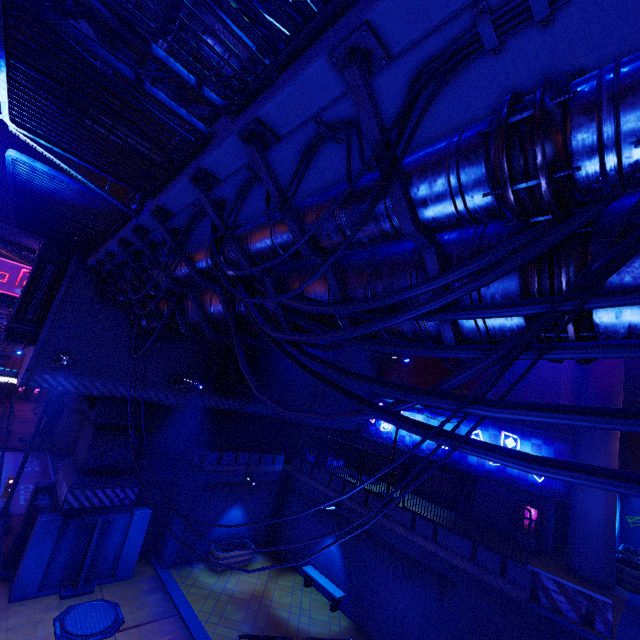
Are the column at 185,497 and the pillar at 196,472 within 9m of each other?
yes

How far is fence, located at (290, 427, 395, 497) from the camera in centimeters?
1636cm

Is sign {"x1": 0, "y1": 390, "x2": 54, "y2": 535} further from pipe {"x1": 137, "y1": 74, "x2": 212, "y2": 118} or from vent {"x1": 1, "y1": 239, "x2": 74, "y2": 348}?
pipe {"x1": 137, "y1": 74, "x2": 212, "y2": 118}

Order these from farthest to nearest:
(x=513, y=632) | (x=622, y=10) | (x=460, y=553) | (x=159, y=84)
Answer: (x=460, y=553) → (x=513, y=632) → (x=159, y=84) → (x=622, y=10)

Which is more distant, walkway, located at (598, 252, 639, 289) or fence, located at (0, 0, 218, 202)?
fence, located at (0, 0, 218, 202)

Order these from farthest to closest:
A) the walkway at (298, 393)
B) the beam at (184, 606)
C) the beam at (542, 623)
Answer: the walkway at (298, 393)
the beam at (184, 606)
the beam at (542, 623)

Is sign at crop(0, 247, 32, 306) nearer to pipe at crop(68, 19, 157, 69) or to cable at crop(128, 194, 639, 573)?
pipe at crop(68, 19, 157, 69)

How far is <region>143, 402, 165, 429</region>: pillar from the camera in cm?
1472
